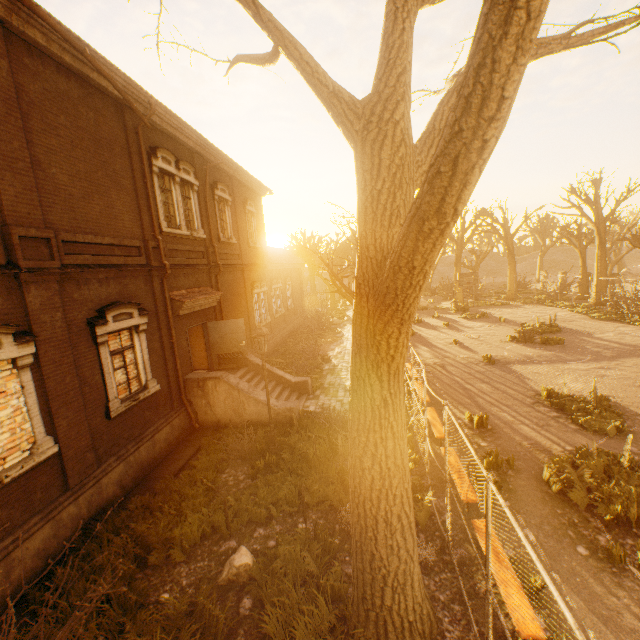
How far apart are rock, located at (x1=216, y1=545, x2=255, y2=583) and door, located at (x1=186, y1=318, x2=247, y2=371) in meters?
7.2

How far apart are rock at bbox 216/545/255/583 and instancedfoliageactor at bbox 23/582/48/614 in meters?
1.8

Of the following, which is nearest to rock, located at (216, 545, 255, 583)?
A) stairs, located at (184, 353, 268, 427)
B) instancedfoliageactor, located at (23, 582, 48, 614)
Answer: instancedfoliageactor, located at (23, 582, 48, 614)

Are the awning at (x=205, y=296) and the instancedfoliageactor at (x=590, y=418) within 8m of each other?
no

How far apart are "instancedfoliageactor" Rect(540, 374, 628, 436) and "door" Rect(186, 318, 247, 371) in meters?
11.9 m

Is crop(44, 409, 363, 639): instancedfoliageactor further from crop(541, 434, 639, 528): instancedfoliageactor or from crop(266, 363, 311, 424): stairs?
crop(541, 434, 639, 528): instancedfoliageactor

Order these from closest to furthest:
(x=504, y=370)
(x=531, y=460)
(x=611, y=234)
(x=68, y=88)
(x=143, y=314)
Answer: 1. (x=68, y=88)
2. (x=531, y=460)
3. (x=143, y=314)
4. (x=504, y=370)
5. (x=611, y=234)

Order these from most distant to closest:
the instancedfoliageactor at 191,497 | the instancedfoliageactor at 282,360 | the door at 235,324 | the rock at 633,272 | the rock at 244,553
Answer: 1. the rock at 633,272
2. the instancedfoliageactor at 282,360
3. the door at 235,324
4. the rock at 244,553
5. the instancedfoliageactor at 191,497
